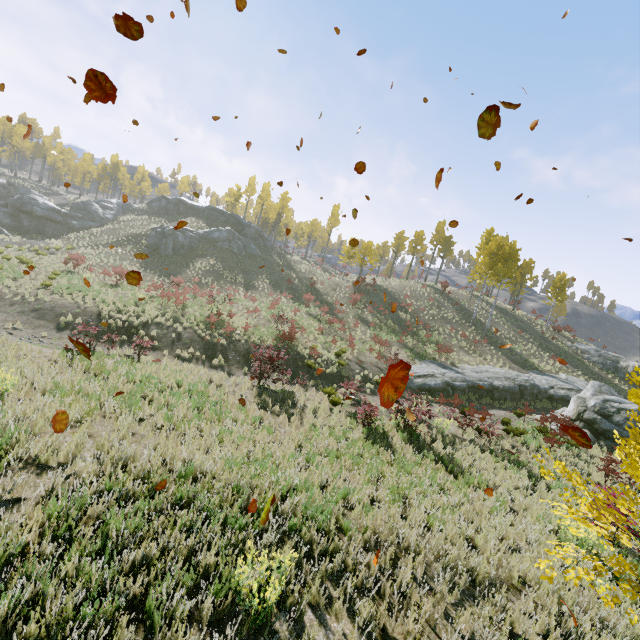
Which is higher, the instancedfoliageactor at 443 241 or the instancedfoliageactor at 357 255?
the instancedfoliageactor at 443 241

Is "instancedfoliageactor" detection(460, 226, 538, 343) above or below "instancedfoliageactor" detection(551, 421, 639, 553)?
above

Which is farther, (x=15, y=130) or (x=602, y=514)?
(x=15, y=130)

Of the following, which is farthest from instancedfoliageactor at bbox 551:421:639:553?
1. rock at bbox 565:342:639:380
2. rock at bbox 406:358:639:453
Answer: rock at bbox 565:342:639:380

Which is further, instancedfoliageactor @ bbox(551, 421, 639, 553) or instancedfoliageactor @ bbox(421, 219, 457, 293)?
instancedfoliageactor @ bbox(421, 219, 457, 293)

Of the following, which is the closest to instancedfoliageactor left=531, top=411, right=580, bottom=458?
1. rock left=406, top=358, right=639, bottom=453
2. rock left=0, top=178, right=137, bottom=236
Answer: rock left=406, top=358, right=639, bottom=453

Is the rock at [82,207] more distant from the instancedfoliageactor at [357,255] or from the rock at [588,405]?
the instancedfoliageactor at [357,255]
